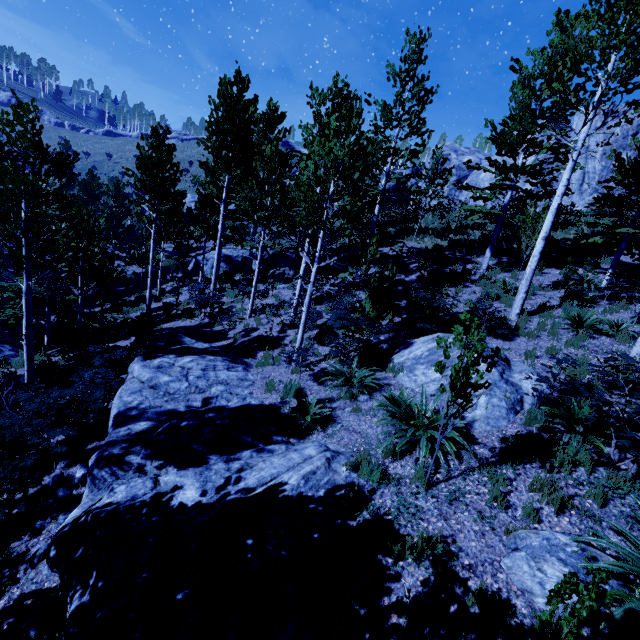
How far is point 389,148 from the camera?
13.8m

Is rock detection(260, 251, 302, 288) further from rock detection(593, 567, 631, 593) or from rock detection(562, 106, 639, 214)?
rock detection(562, 106, 639, 214)

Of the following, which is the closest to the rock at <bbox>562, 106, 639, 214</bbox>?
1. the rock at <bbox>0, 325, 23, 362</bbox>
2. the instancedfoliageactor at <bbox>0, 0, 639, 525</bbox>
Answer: the instancedfoliageactor at <bbox>0, 0, 639, 525</bbox>

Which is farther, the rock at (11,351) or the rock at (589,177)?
the rock at (589,177)

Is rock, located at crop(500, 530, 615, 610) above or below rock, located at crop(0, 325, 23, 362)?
above

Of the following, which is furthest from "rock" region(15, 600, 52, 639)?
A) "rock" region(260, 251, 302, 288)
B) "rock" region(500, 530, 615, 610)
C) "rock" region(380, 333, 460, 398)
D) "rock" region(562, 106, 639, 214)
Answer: "rock" region(562, 106, 639, 214)

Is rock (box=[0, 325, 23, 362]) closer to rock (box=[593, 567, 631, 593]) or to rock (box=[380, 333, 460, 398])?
rock (box=[380, 333, 460, 398])

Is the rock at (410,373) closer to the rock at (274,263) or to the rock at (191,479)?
the rock at (191,479)
